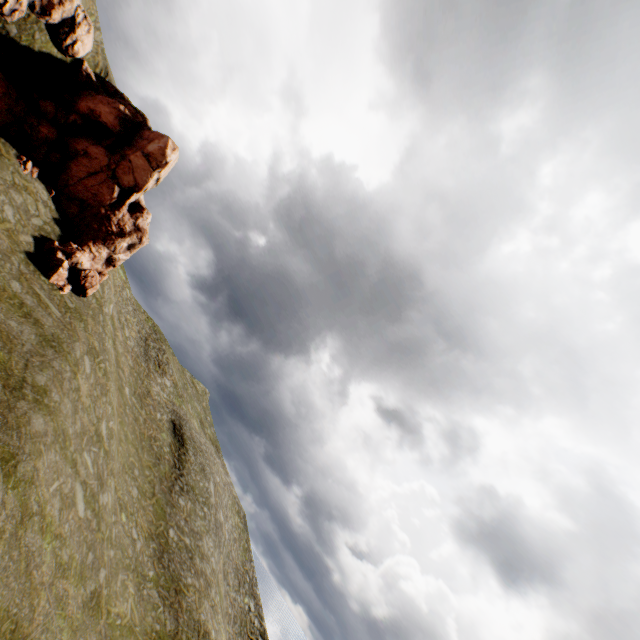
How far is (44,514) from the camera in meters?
11.7 m
